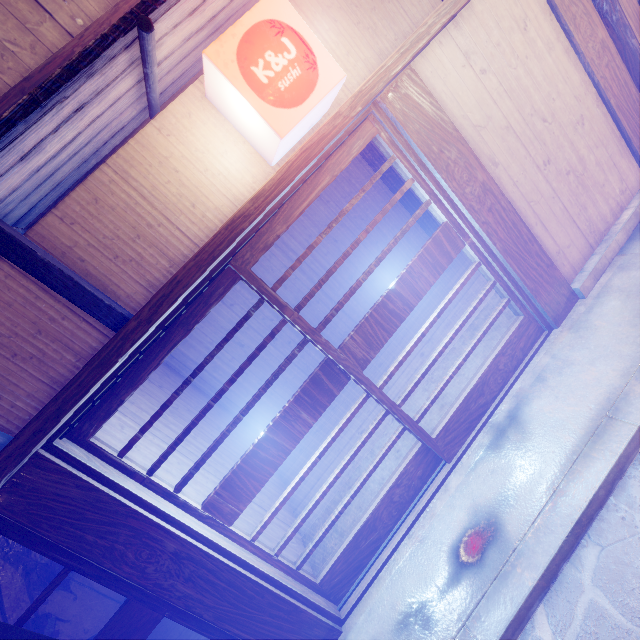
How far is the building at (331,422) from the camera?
6.5m

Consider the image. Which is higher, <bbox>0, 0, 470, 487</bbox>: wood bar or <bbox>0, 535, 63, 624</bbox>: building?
<bbox>0, 0, 470, 487</bbox>: wood bar

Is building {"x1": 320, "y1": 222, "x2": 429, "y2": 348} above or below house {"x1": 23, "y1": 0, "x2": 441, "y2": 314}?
below

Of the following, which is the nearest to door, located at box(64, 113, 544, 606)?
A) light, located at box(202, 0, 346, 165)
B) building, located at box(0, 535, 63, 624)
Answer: light, located at box(202, 0, 346, 165)

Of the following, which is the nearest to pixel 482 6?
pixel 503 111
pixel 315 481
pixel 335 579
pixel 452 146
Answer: pixel 503 111

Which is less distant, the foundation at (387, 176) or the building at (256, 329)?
the building at (256, 329)

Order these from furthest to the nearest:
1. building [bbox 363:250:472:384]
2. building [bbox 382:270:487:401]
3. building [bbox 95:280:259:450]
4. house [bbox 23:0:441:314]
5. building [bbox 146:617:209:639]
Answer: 1. building [bbox 363:250:472:384]
2. building [bbox 382:270:487:401]
3. building [bbox 146:617:209:639]
4. building [bbox 95:280:259:450]
5. house [bbox 23:0:441:314]

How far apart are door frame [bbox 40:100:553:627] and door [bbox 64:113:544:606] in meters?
0.0
